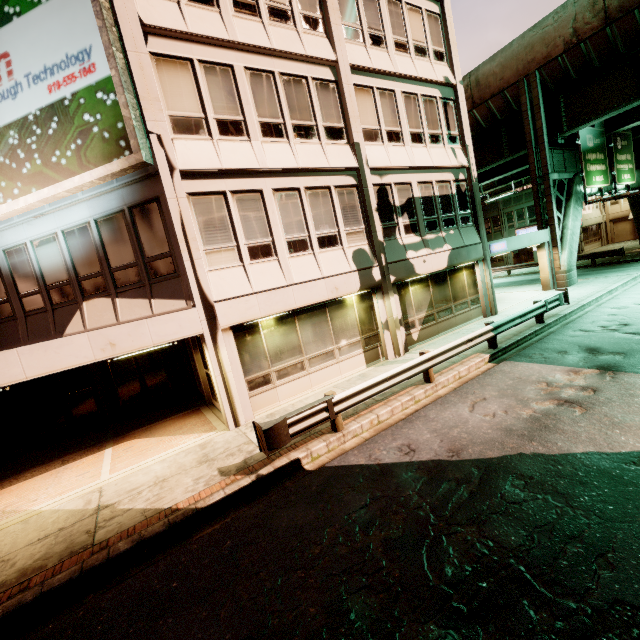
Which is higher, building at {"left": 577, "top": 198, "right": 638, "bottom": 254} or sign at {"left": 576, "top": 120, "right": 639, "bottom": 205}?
sign at {"left": 576, "top": 120, "right": 639, "bottom": 205}

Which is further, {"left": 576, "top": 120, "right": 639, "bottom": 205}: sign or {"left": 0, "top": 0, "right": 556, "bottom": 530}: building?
{"left": 576, "top": 120, "right": 639, "bottom": 205}: sign

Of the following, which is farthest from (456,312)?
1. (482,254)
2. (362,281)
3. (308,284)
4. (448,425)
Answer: (448,425)

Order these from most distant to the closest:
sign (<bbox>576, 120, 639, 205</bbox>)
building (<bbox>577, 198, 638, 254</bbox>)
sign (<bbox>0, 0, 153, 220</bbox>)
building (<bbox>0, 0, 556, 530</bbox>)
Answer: building (<bbox>577, 198, 638, 254</bbox>), sign (<bbox>576, 120, 639, 205</bbox>), building (<bbox>0, 0, 556, 530</bbox>), sign (<bbox>0, 0, 153, 220</bbox>)

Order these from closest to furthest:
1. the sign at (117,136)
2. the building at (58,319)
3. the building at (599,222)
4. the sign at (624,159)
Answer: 1. the sign at (117,136)
2. the building at (58,319)
3. the sign at (624,159)
4. the building at (599,222)

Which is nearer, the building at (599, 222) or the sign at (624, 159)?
the sign at (624, 159)

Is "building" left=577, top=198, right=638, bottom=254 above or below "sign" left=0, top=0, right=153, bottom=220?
below

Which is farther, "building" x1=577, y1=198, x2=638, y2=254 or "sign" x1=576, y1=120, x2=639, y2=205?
"building" x1=577, y1=198, x2=638, y2=254
